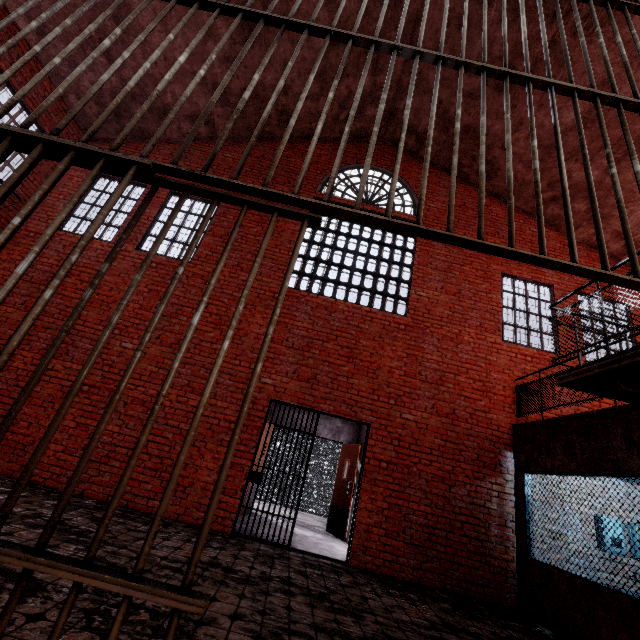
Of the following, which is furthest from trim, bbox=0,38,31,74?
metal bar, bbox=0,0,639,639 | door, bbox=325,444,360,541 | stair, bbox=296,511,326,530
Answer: door, bbox=325,444,360,541

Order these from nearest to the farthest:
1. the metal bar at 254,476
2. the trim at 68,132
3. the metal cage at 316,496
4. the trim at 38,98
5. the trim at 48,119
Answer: the metal bar at 254,476 → the trim at 38,98 → the trim at 48,119 → the trim at 68,132 → the metal cage at 316,496

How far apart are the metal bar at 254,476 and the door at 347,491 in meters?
2.1 m

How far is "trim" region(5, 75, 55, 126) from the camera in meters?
7.1

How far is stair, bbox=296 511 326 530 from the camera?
8.55m

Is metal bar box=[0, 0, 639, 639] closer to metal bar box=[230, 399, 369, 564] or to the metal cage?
metal bar box=[230, 399, 369, 564]

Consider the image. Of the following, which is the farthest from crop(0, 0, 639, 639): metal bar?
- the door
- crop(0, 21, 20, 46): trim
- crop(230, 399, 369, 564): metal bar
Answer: the door

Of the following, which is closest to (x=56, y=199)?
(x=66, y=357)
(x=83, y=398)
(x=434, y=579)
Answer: (x=66, y=357)
